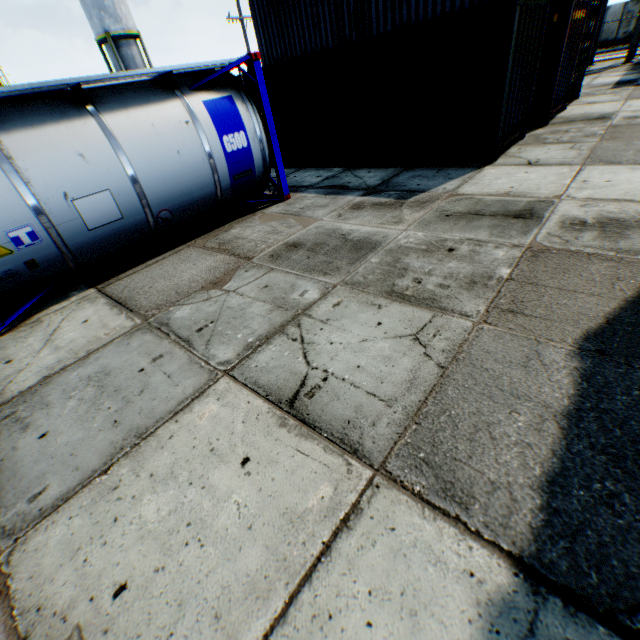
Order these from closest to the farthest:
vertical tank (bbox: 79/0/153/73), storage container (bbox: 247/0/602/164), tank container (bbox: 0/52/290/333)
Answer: tank container (bbox: 0/52/290/333), storage container (bbox: 247/0/602/164), vertical tank (bbox: 79/0/153/73)

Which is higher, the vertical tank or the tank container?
the vertical tank

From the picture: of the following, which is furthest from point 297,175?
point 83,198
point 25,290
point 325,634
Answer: point 325,634

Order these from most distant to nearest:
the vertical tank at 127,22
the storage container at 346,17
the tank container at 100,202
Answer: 1. the vertical tank at 127,22
2. the storage container at 346,17
3. the tank container at 100,202

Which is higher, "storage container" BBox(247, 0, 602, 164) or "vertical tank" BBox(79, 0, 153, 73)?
"vertical tank" BBox(79, 0, 153, 73)

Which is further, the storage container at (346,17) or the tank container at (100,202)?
the storage container at (346,17)

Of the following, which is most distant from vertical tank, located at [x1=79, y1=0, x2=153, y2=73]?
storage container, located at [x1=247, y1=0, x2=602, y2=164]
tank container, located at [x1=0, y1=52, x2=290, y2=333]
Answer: tank container, located at [x1=0, y1=52, x2=290, y2=333]

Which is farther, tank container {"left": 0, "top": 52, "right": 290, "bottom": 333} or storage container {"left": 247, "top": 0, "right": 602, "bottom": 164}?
storage container {"left": 247, "top": 0, "right": 602, "bottom": 164}
